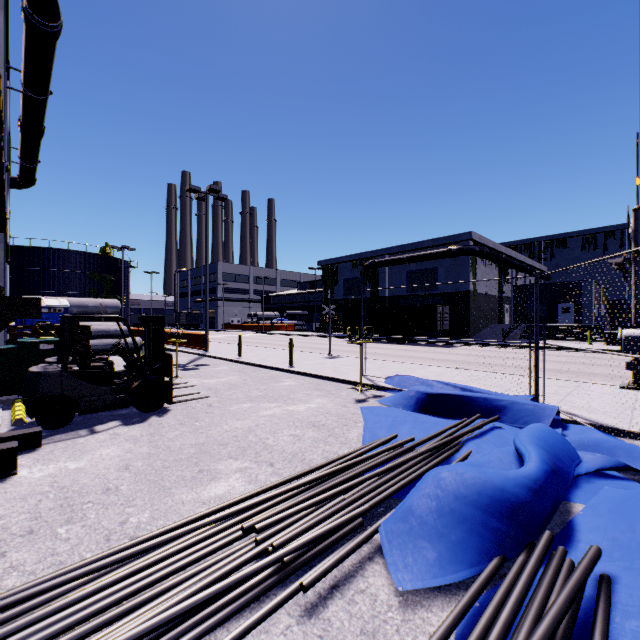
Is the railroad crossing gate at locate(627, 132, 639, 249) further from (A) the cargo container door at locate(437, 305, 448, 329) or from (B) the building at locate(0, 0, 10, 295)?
(A) the cargo container door at locate(437, 305, 448, 329)

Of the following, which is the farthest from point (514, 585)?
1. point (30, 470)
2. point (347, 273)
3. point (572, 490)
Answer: point (347, 273)

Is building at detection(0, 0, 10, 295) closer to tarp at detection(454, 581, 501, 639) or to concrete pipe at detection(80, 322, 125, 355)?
concrete pipe at detection(80, 322, 125, 355)

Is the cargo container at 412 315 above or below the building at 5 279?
below

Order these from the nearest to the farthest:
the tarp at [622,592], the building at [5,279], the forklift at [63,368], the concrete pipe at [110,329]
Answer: the tarp at [622,592]
the forklift at [63,368]
the building at [5,279]
the concrete pipe at [110,329]

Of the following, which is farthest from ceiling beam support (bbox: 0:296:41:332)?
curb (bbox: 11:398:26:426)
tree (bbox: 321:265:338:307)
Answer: tree (bbox: 321:265:338:307)

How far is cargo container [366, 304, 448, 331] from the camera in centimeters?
2778cm

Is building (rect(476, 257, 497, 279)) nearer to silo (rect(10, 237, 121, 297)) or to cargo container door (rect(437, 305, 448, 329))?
silo (rect(10, 237, 121, 297))
